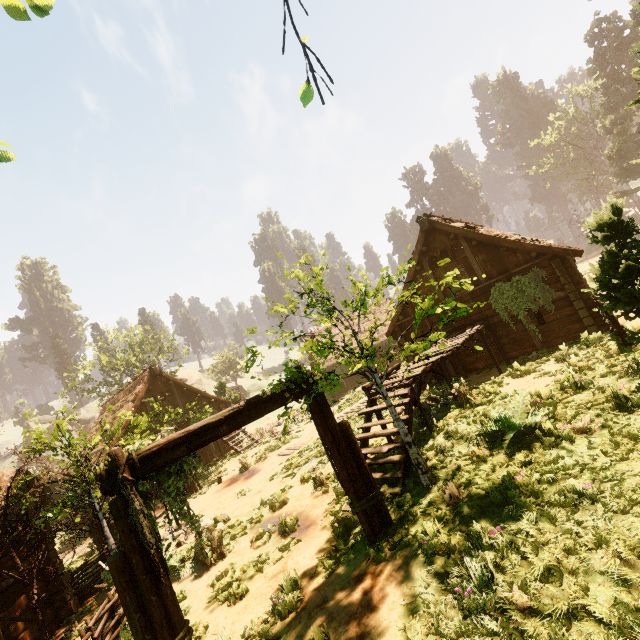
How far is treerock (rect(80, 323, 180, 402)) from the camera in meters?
34.0

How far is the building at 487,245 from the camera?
11.6m

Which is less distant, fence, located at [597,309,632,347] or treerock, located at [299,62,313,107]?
treerock, located at [299,62,313,107]

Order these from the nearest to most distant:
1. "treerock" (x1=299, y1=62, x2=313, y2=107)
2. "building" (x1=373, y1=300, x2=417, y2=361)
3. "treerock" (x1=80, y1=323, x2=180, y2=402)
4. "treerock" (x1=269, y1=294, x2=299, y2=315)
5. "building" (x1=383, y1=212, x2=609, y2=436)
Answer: "treerock" (x1=299, y1=62, x2=313, y2=107) → "treerock" (x1=269, y1=294, x2=299, y2=315) → "building" (x1=383, y1=212, x2=609, y2=436) → "building" (x1=373, y1=300, x2=417, y2=361) → "treerock" (x1=80, y1=323, x2=180, y2=402)

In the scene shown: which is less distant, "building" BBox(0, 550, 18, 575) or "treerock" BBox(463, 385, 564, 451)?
"treerock" BBox(463, 385, 564, 451)

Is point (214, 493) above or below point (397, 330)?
below

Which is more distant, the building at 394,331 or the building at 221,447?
the building at 221,447
